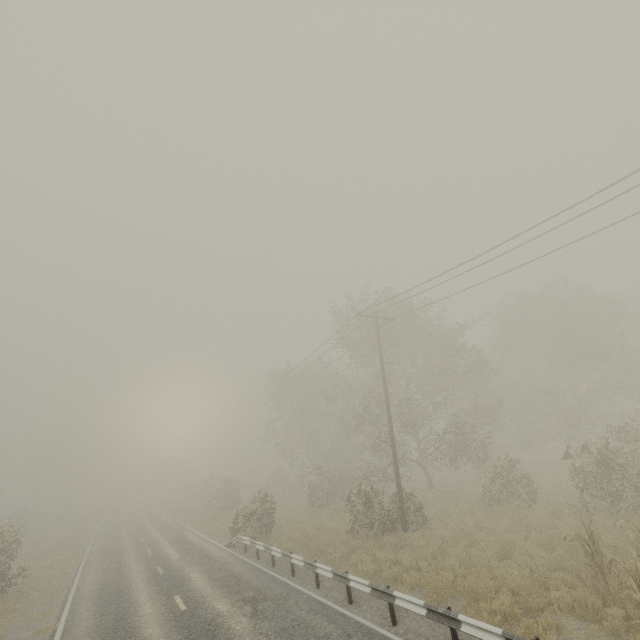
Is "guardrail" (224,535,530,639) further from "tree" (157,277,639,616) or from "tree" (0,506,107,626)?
"tree" (157,277,639,616)

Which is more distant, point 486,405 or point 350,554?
point 486,405

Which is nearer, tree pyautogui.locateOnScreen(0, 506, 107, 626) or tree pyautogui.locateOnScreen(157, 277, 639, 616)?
tree pyautogui.locateOnScreen(0, 506, 107, 626)

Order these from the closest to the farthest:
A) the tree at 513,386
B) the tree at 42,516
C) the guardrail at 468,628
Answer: the guardrail at 468,628
the tree at 42,516
the tree at 513,386

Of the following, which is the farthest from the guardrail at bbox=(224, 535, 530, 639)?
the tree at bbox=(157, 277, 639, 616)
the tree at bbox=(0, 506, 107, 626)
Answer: the tree at bbox=(157, 277, 639, 616)

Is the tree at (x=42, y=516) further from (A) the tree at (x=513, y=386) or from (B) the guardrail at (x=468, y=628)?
(A) the tree at (x=513, y=386)

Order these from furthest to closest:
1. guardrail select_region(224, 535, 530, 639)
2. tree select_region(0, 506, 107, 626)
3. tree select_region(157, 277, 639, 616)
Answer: tree select_region(157, 277, 639, 616) → tree select_region(0, 506, 107, 626) → guardrail select_region(224, 535, 530, 639)
